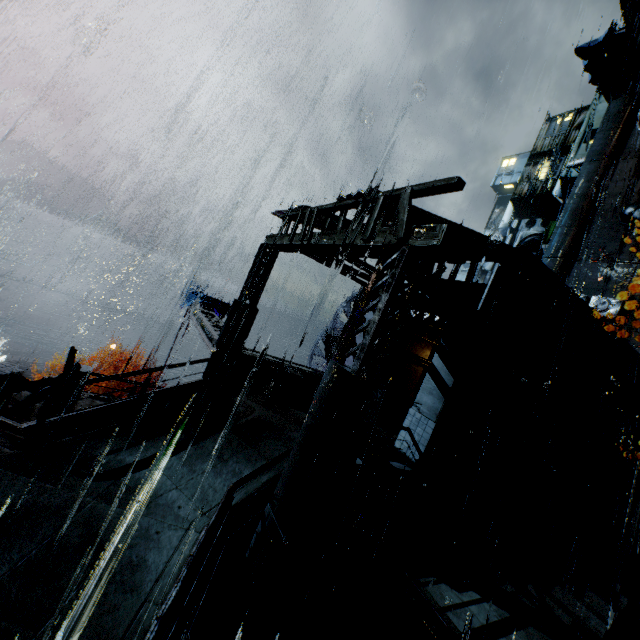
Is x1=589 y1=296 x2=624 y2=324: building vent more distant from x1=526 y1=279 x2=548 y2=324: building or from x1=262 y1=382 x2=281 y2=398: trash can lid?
x1=262 y1=382 x2=281 y2=398: trash can lid

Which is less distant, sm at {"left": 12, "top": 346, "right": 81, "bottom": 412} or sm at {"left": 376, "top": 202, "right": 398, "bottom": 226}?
sm at {"left": 376, "top": 202, "right": 398, "bottom": 226}

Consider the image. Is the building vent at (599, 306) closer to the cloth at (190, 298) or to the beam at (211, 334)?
the beam at (211, 334)

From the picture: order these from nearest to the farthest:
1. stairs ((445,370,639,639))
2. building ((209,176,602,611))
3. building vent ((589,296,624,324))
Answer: building ((209,176,602,611)), stairs ((445,370,639,639)), building vent ((589,296,624,324))

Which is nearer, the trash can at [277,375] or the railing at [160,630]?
the railing at [160,630]

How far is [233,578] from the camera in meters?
6.4

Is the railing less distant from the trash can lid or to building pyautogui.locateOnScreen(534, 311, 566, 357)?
building pyautogui.locateOnScreen(534, 311, 566, 357)

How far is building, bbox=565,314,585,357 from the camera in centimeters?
1456cm
